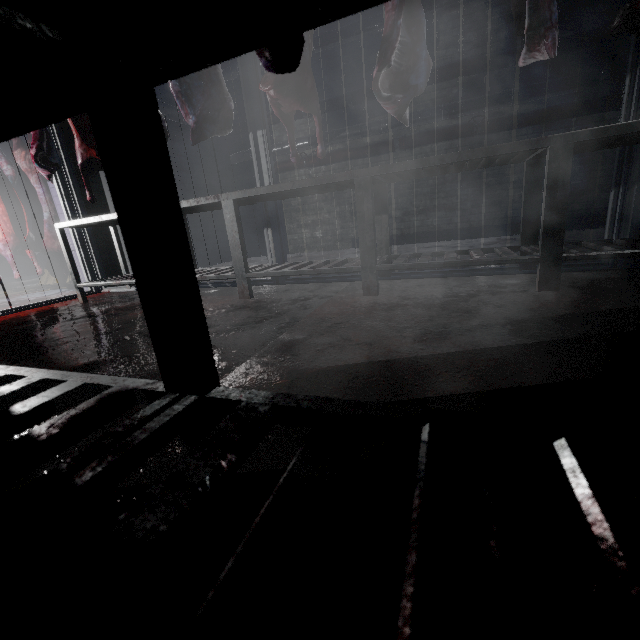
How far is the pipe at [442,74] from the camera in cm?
420

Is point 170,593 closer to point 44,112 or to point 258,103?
point 44,112

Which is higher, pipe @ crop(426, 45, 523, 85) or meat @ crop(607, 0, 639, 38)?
pipe @ crop(426, 45, 523, 85)

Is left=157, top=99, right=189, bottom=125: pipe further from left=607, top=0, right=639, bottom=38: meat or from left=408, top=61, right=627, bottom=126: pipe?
left=607, top=0, right=639, bottom=38: meat

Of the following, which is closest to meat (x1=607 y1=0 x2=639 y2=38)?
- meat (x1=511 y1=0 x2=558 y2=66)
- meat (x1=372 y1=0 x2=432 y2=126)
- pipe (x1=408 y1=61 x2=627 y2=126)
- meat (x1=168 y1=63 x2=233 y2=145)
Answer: meat (x1=511 y1=0 x2=558 y2=66)

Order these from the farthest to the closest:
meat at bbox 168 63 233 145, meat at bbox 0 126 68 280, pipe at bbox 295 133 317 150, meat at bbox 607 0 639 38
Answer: pipe at bbox 295 133 317 150 → meat at bbox 0 126 68 280 → meat at bbox 168 63 233 145 → meat at bbox 607 0 639 38

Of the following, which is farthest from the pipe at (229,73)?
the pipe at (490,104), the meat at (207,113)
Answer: the meat at (207,113)
